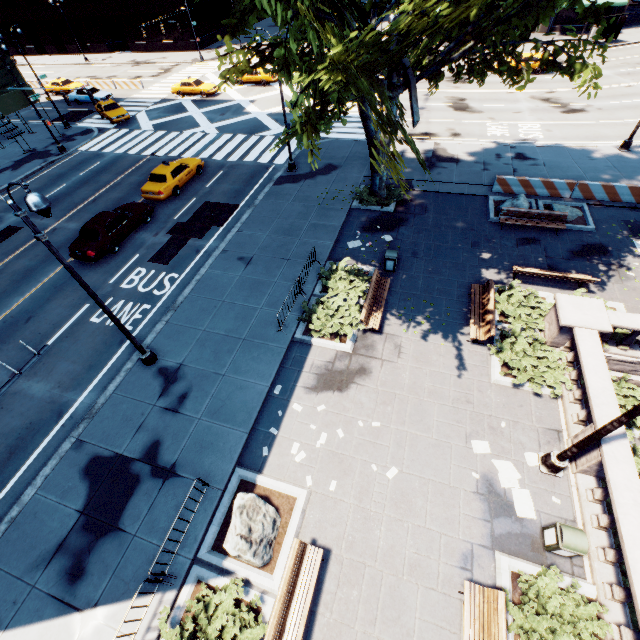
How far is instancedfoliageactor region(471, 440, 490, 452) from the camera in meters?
9.8 m

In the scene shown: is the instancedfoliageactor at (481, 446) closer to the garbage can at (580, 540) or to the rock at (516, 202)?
the garbage can at (580, 540)

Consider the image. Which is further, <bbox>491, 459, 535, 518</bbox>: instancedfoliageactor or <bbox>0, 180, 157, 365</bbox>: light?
<bbox>491, 459, 535, 518</bbox>: instancedfoliageactor

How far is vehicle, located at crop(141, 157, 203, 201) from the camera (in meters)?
20.39

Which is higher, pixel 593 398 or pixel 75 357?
pixel 593 398

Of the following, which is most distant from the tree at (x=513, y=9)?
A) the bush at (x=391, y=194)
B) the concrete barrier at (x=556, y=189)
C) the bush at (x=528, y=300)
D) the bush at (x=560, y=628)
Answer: the bush at (x=560, y=628)

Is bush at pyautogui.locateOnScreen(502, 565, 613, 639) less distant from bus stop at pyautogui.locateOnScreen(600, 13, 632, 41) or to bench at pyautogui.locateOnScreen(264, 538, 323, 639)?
bench at pyautogui.locateOnScreen(264, 538, 323, 639)

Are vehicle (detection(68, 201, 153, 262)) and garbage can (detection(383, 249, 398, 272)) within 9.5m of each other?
no
